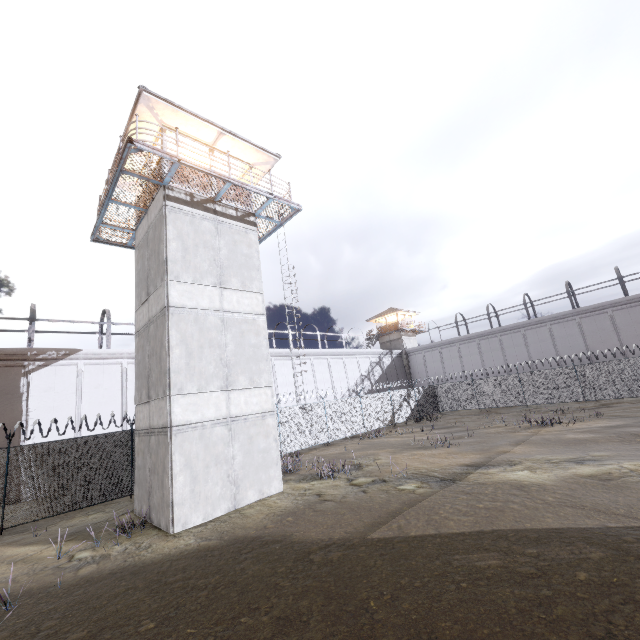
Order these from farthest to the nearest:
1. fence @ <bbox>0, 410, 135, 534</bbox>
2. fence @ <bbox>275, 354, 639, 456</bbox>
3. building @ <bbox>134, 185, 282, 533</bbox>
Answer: fence @ <bbox>275, 354, 639, 456</bbox> → fence @ <bbox>0, 410, 135, 534</bbox> → building @ <bbox>134, 185, 282, 533</bbox>

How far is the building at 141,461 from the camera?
10.3m

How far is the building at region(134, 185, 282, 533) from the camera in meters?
10.3 m

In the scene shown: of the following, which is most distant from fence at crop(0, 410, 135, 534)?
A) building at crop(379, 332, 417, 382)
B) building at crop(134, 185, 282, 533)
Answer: building at crop(379, 332, 417, 382)

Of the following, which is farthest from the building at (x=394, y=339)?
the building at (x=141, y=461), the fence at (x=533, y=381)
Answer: the building at (x=141, y=461)

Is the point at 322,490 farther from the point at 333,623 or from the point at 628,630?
the point at 628,630
